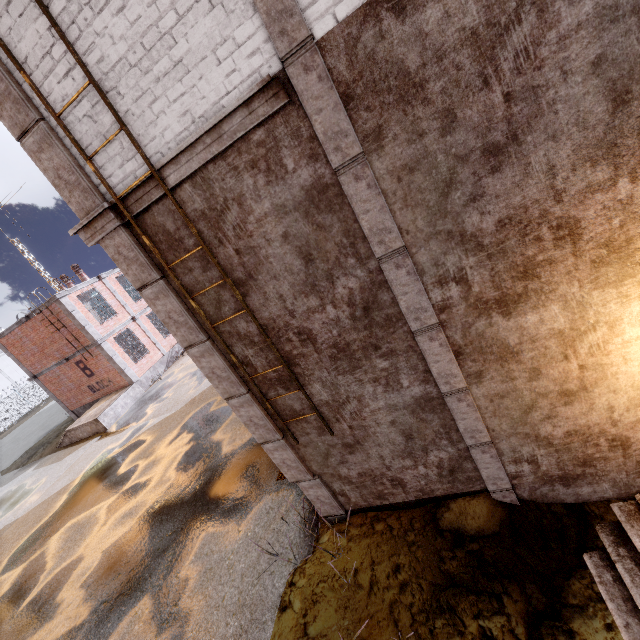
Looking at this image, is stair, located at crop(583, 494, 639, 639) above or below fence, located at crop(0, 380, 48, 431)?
below

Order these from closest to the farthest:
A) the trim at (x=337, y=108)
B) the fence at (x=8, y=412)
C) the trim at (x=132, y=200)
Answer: the trim at (x=337, y=108) < the trim at (x=132, y=200) < the fence at (x=8, y=412)

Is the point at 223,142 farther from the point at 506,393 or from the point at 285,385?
the point at 506,393

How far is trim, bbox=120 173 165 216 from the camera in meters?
3.5

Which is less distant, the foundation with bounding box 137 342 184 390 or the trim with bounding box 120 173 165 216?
the trim with bounding box 120 173 165 216

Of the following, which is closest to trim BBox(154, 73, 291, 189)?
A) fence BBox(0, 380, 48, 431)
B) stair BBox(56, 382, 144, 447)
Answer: fence BBox(0, 380, 48, 431)

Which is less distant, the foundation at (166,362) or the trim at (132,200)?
the trim at (132,200)

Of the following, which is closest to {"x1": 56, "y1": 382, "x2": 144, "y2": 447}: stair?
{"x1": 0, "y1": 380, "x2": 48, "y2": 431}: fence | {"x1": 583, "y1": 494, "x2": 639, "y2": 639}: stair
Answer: {"x1": 0, "y1": 380, "x2": 48, "y2": 431}: fence
